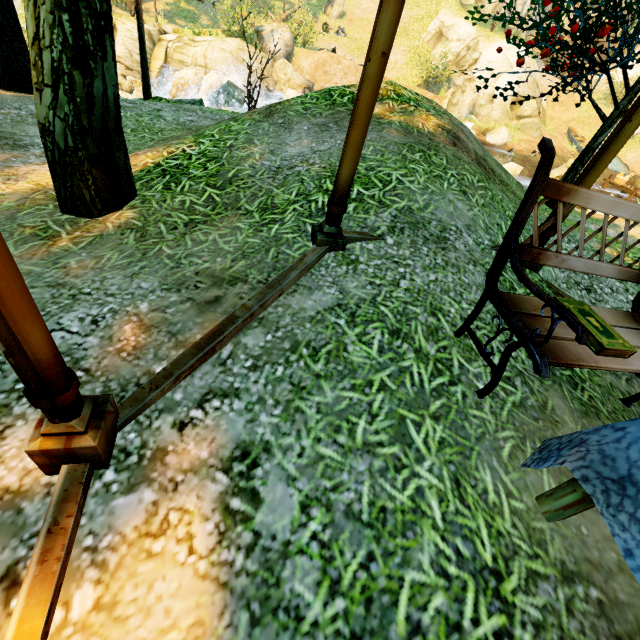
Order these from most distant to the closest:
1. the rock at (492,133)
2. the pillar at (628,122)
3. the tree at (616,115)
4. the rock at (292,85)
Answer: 1. the rock at (492,133)
2. the rock at (292,85)
3. the tree at (616,115)
4. the pillar at (628,122)

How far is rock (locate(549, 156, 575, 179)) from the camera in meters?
14.8

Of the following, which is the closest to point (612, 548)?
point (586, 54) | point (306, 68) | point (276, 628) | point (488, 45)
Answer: point (276, 628)

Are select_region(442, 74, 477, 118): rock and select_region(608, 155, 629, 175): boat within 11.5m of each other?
yes

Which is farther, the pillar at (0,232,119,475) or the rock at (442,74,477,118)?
the rock at (442,74,477,118)

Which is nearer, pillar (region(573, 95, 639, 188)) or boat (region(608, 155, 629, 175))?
pillar (region(573, 95, 639, 188))

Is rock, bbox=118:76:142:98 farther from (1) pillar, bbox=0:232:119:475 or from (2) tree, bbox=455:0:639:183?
(1) pillar, bbox=0:232:119:475

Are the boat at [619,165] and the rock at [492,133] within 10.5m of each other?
yes
